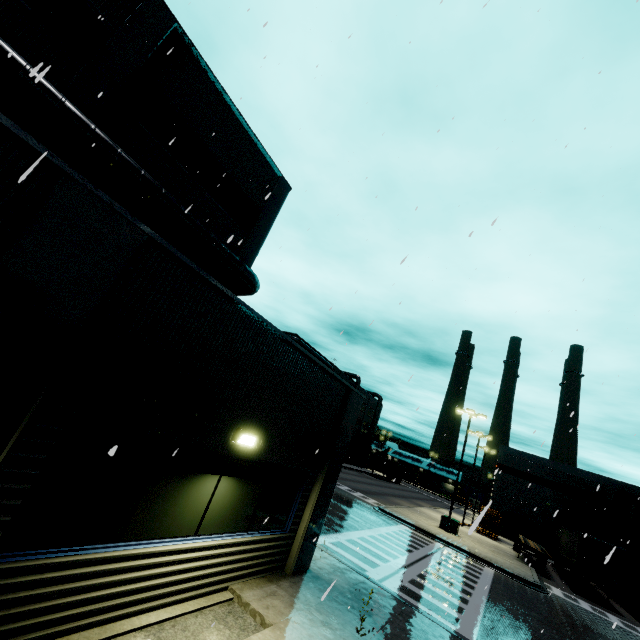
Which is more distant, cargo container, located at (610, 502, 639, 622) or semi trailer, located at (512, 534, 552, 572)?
semi trailer, located at (512, 534, 552, 572)

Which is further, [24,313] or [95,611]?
[95,611]

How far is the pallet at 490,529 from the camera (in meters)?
2.12

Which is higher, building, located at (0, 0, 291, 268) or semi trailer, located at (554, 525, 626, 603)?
building, located at (0, 0, 291, 268)

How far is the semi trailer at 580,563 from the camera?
22.2m

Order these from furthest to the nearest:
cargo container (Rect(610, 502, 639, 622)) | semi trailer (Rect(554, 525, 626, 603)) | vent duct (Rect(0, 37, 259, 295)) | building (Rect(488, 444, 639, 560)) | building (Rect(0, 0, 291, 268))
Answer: building (Rect(488, 444, 639, 560)) → cargo container (Rect(610, 502, 639, 622)) → semi trailer (Rect(554, 525, 626, 603)) → building (Rect(0, 0, 291, 268)) → vent duct (Rect(0, 37, 259, 295))

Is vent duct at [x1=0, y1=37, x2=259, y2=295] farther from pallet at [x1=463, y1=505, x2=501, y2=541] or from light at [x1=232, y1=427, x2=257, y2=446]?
pallet at [x1=463, y1=505, x2=501, y2=541]

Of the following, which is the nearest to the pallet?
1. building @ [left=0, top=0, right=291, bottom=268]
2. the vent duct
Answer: building @ [left=0, top=0, right=291, bottom=268]
